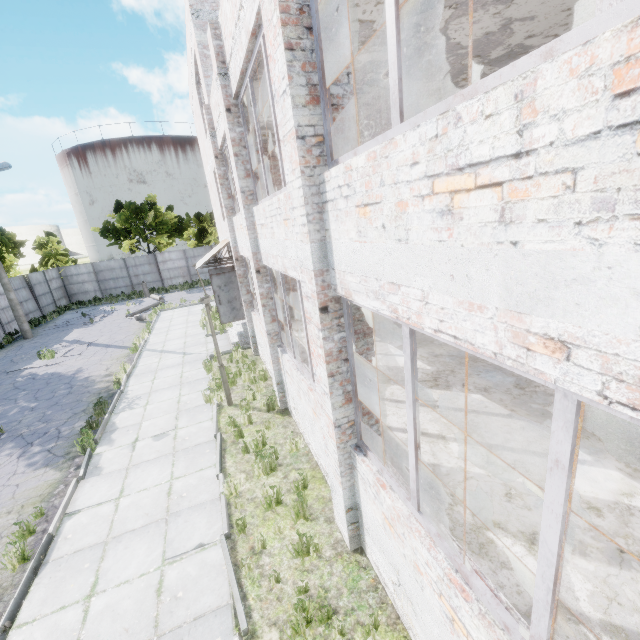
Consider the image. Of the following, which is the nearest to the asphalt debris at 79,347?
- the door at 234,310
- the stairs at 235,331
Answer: the stairs at 235,331

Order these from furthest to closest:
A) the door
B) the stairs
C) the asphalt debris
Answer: the asphalt debris, the stairs, the door

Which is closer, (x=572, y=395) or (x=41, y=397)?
(x=572, y=395)

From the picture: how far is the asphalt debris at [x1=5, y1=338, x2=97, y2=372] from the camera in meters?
15.2

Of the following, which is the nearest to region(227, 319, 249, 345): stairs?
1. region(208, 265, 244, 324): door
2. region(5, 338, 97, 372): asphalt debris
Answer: region(208, 265, 244, 324): door

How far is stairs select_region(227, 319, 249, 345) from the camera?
14.17m

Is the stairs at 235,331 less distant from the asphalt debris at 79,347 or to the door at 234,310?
the door at 234,310

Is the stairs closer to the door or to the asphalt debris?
the door
